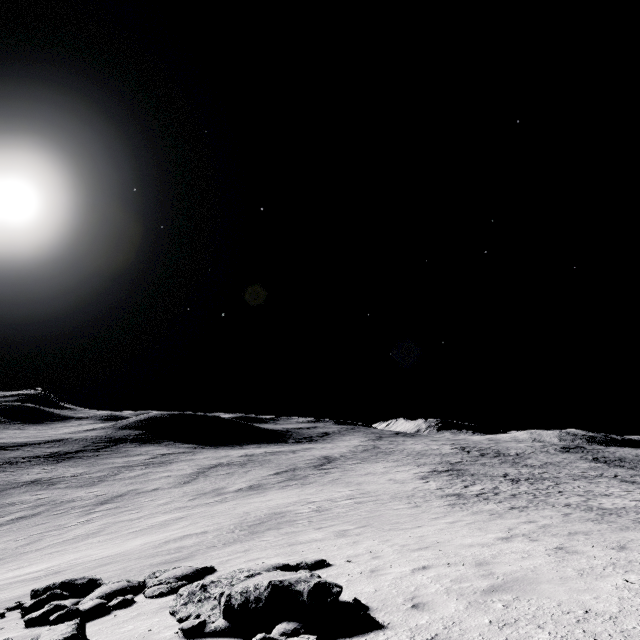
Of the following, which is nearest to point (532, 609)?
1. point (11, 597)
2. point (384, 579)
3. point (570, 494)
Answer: point (384, 579)
